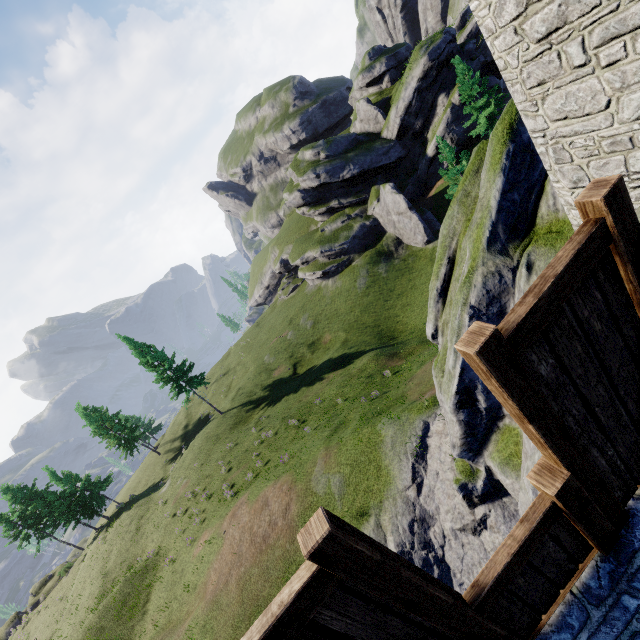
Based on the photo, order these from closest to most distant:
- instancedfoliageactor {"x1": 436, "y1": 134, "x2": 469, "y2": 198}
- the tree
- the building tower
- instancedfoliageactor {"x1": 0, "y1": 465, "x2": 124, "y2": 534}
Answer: the building tower < instancedfoliageactor {"x1": 436, "y1": 134, "x2": 469, "y2": 198} < the tree < instancedfoliageactor {"x1": 0, "y1": 465, "x2": 124, "y2": 534}

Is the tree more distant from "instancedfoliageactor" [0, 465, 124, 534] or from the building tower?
"instancedfoliageactor" [0, 465, 124, 534]

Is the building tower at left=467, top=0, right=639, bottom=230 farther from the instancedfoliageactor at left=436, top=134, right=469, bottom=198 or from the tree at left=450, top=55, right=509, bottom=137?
the tree at left=450, top=55, right=509, bottom=137

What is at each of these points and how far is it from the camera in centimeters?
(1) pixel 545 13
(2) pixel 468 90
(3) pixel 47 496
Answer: (1) building tower, 456cm
(2) tree, 3206cm
(3) instancedfoliageactor, 3972cm

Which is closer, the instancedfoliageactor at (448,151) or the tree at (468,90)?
the instancedfoliageactor at (448,151)

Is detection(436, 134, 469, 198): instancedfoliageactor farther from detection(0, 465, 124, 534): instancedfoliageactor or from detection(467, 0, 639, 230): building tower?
detection(0, 465, 124, 534): instancedfoliageactor

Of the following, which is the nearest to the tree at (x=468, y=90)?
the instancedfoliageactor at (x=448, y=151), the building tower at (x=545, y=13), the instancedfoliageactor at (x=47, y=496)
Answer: the instancedfoliageactor at (x=448, y=151)

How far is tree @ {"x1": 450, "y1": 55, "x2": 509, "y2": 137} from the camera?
31.22m
